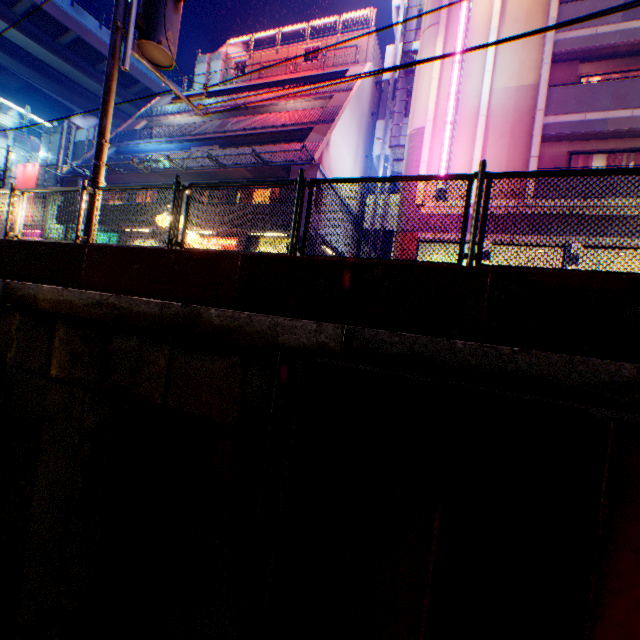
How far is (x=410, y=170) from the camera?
13.93m

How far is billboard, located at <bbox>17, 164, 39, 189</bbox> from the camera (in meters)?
26.17

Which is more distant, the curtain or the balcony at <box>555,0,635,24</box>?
the curtain

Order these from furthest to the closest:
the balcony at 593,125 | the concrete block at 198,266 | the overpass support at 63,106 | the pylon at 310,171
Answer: the overpass support at 63,106 < the pylon at 310,171 < the balcony at 593,125 < the concrete block at 198,266

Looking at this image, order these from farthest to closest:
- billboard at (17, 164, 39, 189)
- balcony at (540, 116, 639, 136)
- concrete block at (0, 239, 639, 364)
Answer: billboard at (17, 164, 39, 189)
balcony at (540, 116, 639, 136)
concrete block at (0, 239, 639, 364)

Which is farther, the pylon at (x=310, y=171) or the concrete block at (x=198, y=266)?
the pylon at (x=310, y=171)

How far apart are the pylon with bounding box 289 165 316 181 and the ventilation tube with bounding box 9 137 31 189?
27.4m

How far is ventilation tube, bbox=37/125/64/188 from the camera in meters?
25.0 m
